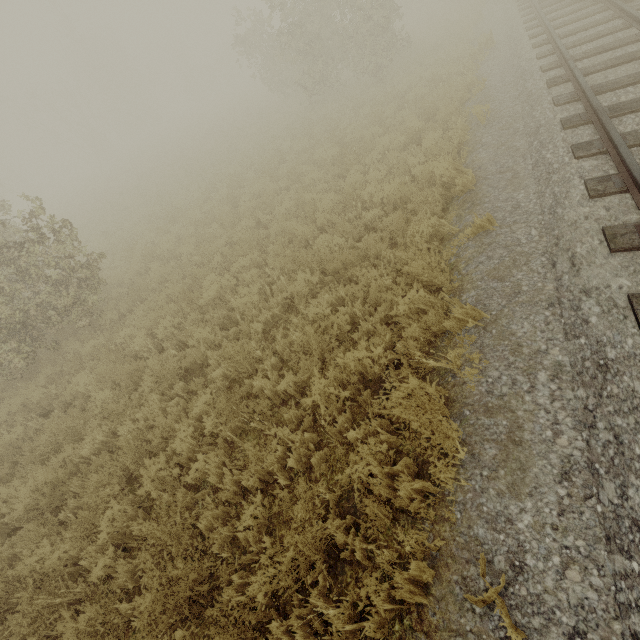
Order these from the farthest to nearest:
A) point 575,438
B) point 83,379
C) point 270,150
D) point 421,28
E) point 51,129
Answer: point 51,129 < point 421,28 < point 270,150 < point 83,379 < point 575,438
